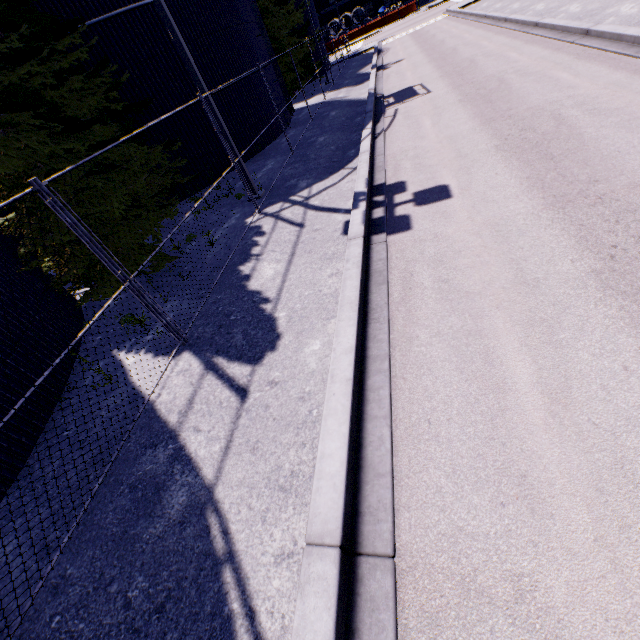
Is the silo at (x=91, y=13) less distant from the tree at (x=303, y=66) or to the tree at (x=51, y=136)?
the tree at (x=303, y=66)

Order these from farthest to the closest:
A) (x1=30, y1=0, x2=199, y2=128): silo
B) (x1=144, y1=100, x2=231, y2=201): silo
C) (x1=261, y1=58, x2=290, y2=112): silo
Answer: (x1=261, y1=58, x2=290, y2=112): silo → (x1=144, y1=100, x2=231, y2=201): silo → (x1=30, y1=0, x2=199, y2=128): silo

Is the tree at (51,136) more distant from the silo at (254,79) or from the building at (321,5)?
the building at (321,5)

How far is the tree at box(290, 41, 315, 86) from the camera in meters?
24.2 m

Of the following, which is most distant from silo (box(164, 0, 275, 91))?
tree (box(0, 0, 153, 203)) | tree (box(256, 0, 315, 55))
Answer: tree (box(0, 0, 153, 203))

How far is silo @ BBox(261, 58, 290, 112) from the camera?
16.7m

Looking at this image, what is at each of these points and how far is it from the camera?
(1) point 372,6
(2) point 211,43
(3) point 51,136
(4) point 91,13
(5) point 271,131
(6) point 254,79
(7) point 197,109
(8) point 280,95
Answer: (1) building, 56.2 meters
(2) silo, 13.3 meters
(3) tree, 7.6 meters
(4) silo, 10.7 meters
(5) silo, 16.7 meters
(6) silo, 15.5 meters
(7) silo, 13.5 meters
(8) silo, 18.1 meters
